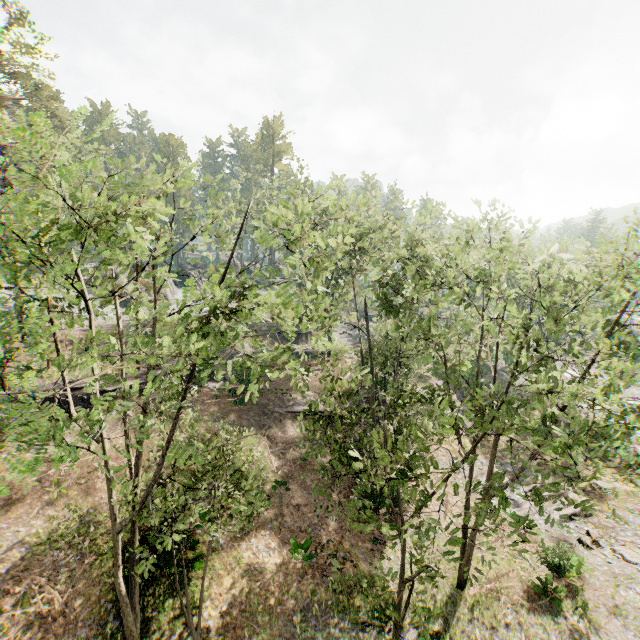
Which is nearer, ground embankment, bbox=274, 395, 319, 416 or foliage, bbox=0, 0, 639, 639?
foliage, bbox=0, 0, 639, 639

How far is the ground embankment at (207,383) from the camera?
27.7m

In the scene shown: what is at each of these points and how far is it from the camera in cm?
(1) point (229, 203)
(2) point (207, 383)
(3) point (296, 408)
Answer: (1) foliage, 3581
(2) ground embankment, 2889
(3) ground embankment, 2694

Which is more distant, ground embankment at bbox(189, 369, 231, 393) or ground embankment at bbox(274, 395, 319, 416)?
ground embankment at bbox(189, 369, 231, 393)

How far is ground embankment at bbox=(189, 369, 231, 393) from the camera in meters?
27.7

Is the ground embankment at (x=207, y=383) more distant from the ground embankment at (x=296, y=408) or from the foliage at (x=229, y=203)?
the ground embankment at (x=296, y=408)

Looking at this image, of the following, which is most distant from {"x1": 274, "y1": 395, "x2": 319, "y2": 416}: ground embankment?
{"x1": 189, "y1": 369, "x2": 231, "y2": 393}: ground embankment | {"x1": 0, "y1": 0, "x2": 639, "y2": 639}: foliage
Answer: {"x1": 189, "y1": 369, "x2": 231, "y2": 393}: ground embankment
